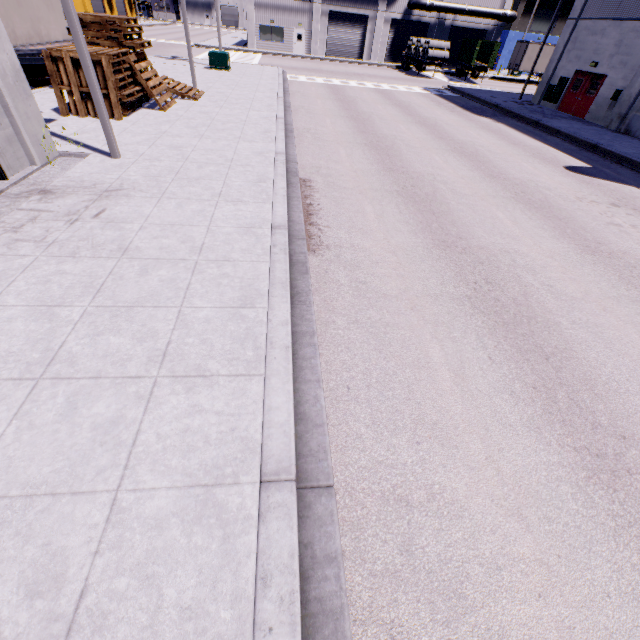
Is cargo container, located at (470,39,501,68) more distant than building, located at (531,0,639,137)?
Yes

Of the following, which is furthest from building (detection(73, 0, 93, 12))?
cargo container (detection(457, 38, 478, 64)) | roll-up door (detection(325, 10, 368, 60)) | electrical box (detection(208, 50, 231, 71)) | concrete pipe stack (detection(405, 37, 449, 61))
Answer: electrical box (detection(208, 50, 231, 71))

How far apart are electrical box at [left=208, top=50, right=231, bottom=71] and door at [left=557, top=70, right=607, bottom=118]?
24.2 meters

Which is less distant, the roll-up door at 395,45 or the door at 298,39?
the door at 298,39

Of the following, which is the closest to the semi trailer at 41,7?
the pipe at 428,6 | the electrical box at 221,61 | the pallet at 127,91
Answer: the pipe at 428,6

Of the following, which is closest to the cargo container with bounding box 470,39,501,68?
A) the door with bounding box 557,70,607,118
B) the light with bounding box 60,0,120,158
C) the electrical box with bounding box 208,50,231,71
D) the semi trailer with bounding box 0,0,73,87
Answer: the semi trailer with bounding box 0,0,73,87

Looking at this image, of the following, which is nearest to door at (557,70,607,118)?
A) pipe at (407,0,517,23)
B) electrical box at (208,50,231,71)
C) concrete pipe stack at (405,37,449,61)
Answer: pipe at (407,0,517,23)

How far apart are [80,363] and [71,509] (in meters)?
1.70
